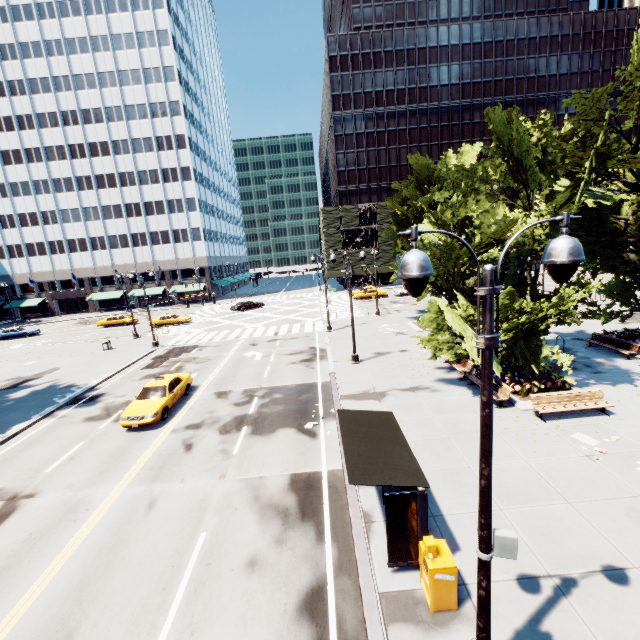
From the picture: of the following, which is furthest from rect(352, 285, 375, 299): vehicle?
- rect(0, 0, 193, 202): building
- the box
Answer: the box

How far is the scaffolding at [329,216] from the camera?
58.9m

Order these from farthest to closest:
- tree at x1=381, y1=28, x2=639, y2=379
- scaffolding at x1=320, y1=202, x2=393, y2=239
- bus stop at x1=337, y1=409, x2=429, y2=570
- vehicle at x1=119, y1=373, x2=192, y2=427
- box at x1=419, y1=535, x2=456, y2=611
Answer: scaffolding at x1=320, y1=202, x2=393, y2=239 → vehicle at x1=119, y1=373, x2=192, y2=427 → tree at x1=381, y1=28, x2=639, y2=379 → bus stop at x1=337, y1=409, x2=429, y2=570 → box at x1=419, y1=535, x2=456, y2=611

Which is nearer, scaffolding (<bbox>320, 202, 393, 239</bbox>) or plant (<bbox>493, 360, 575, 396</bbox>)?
plant (<bbox>493, 360, 575, 396</bbox>)

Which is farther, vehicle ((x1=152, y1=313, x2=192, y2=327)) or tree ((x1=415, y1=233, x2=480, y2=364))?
vehicle ((x1=152, y1=313, x2=192, y2=327))

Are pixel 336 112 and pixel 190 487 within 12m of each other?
no

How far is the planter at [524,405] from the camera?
13.7 meters

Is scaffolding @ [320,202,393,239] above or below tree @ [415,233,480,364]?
above
